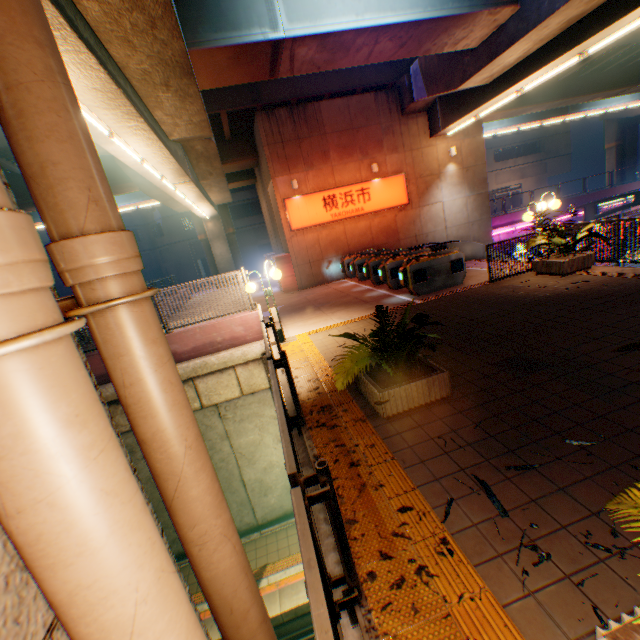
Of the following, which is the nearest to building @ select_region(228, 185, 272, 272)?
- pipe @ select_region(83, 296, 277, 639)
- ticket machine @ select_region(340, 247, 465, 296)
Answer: ticket machine @ select_region(340, 247, 465, 296)

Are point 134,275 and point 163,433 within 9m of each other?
yes

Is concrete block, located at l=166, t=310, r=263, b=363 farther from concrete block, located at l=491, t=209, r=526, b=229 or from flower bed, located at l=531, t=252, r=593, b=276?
concrete block, located at l=491, t=209, r=526, b=229

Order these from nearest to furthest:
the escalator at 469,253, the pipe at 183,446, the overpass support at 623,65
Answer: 1. the pipe at 183,446
2. the escalator at 469,253
3. the overpass support at 623,65

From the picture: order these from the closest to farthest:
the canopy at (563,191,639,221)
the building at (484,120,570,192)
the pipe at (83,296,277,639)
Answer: the pipe at (83,296,277,639) → the canopy at (563,191,639,221) → the building at (484,120,570,192)

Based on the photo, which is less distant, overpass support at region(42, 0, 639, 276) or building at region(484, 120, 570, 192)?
overpass support at region(42, 0, 639, 276)

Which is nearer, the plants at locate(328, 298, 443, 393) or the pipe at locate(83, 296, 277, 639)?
the pipe at locate(83, 296, 277, 639)

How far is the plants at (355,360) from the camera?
4.2 meters
